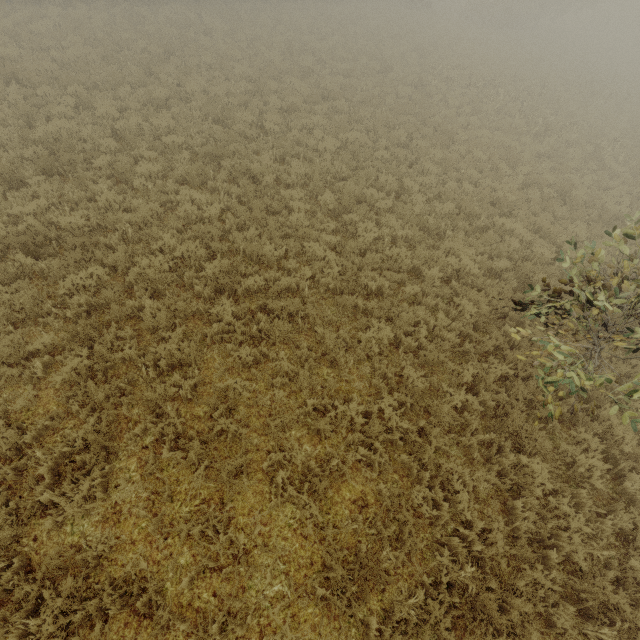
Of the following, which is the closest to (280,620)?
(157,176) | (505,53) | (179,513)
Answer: (179,513)
